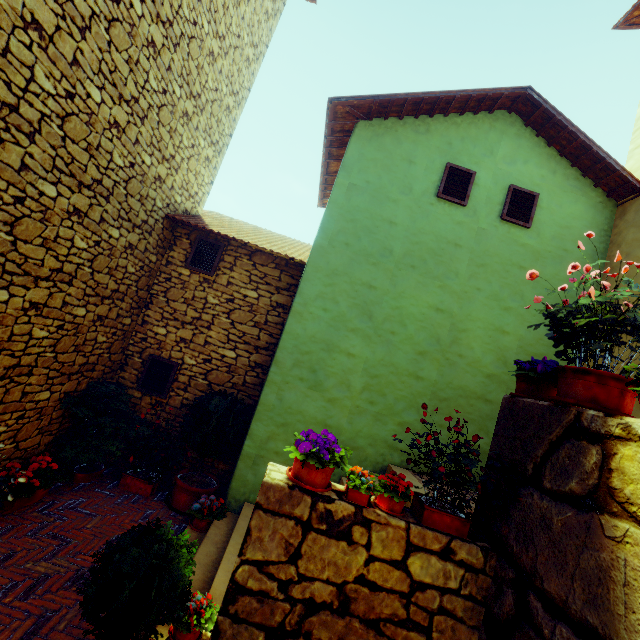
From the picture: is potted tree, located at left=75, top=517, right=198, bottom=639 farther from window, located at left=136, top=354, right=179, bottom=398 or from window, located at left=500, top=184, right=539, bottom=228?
window, located at left=500, top=184, right=539, bottom=228

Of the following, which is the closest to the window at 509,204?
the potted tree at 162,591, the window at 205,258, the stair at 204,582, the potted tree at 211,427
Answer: the window at 205,258

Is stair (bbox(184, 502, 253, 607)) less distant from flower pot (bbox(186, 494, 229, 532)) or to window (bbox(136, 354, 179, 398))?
flower pot (bbox(186, 494, 229, 532))

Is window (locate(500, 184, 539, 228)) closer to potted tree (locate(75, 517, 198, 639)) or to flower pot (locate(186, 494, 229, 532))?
potted tree (locate(75, 517, 198, 639))

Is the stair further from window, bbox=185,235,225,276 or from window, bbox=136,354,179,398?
window, bbox=185,235,225,276

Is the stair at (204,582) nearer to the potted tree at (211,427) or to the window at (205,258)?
the potted tree at (211,427)

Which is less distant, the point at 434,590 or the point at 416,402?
the point at 434,590

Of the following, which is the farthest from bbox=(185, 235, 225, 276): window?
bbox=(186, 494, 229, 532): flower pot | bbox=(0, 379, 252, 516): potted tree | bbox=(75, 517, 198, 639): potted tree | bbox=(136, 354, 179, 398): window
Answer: bbox=(75, 517, 198, 639): potted tree
